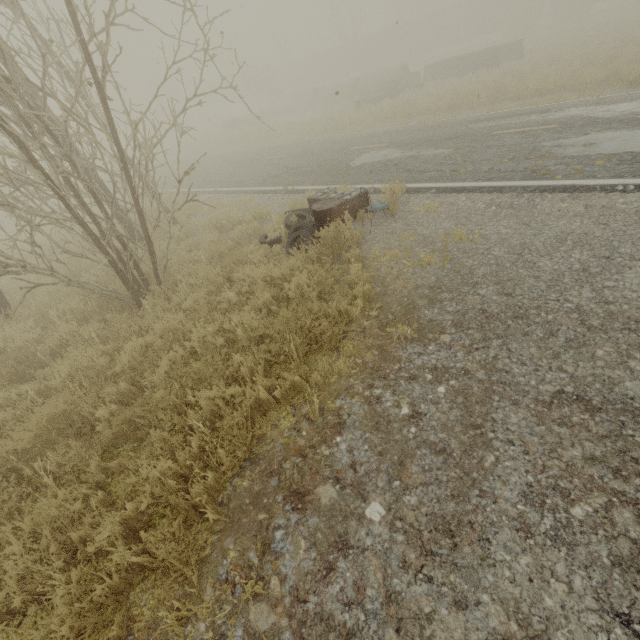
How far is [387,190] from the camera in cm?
682

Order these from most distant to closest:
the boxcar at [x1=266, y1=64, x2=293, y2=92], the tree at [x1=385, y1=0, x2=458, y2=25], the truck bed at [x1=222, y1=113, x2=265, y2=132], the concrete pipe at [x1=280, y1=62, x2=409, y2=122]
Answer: the boxcar at [x1=266, y1=64, x2=293, y2=92] → the tree at [x1=385, y1=0, x2=458, y2=25] → the truck bed at [x1=222, y1=113, x2=265, y2=132] → the concrete pipe at [x1=280, y1=62, x2=409, y2=122]

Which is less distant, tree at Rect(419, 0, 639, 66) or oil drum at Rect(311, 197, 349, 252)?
oil drum at Rect(311, 197, 349, 252)

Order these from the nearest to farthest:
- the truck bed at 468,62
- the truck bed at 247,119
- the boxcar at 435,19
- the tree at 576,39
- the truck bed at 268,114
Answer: the tree at 576,39
the truck bed at 468,62
the truck bed at 268,114
the truck bed at 247,119
the boxcar at 435,19

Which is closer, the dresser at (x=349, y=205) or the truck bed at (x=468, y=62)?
the dresser at (x=349, y=205)

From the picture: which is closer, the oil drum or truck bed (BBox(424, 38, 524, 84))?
the oil drum

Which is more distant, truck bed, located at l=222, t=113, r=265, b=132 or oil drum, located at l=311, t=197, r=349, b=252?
truck bed, located at l=222, t=113, r=265, b=132

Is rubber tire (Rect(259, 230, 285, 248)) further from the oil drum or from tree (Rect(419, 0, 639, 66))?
tree (Rect(419, 0, 639, 66))
